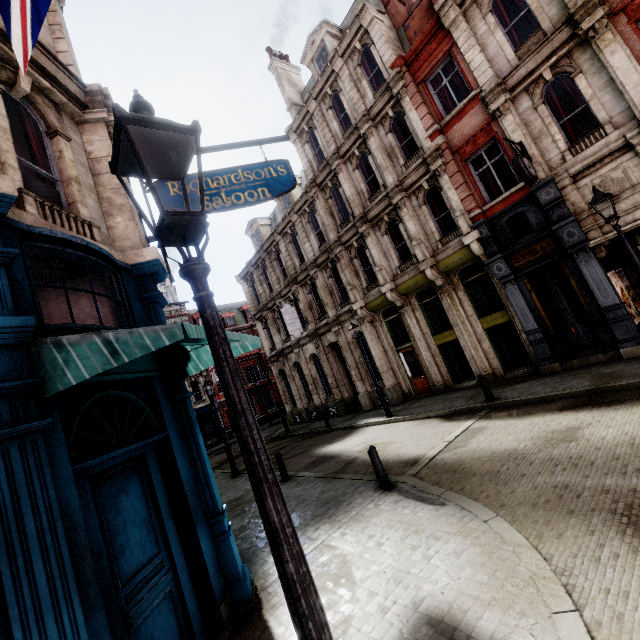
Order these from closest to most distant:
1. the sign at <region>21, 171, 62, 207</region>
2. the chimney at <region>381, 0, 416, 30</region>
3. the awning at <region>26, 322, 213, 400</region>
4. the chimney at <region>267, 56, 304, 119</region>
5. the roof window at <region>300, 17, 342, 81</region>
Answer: the awning at <region>26, 322, 213, 400</region>
the sign at <region>21, 171, 62, 207</region>
the chimney at <region>381, 0, 416, 30</region>
the roof window at <region>300, 17, 342, 81</region>
the chimney at <region>267, 56, 304, 119</region>

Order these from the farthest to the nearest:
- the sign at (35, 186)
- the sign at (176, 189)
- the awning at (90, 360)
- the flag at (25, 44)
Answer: the sign at (176, 189) < the sign at (35, 186) < the awning at (90, 360) < the flag at (25, 44)

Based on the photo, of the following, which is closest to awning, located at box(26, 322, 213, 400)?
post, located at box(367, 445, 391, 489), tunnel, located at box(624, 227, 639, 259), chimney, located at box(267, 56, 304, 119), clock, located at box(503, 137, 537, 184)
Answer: post, located at box(367, 445, 391, 489)

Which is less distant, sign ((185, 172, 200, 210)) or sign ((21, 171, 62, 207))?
sign ((21, 171, 62, 207))

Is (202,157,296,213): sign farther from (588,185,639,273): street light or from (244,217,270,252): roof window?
(244,217,270,252): roof window

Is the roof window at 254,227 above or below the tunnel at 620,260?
above

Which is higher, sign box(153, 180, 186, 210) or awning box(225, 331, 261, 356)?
sign box(153, 180, 186, 210)

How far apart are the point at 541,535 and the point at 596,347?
9.4m
